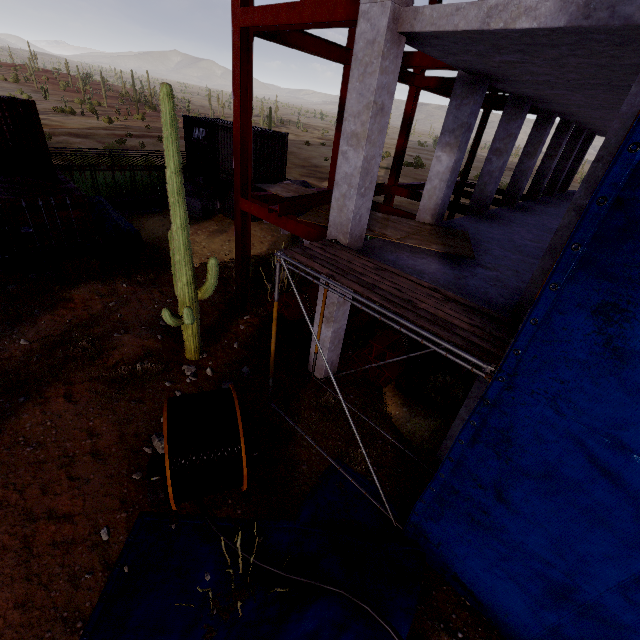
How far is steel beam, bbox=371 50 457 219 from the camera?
8.5 meters

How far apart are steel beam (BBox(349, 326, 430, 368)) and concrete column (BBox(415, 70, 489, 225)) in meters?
3.4

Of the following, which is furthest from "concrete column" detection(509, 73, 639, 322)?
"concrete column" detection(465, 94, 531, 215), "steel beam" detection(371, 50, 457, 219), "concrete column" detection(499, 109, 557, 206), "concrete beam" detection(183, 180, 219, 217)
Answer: "concrete beam" detection(183, 180, 219, 217)

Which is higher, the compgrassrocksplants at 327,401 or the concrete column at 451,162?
the concrete column at 451,162

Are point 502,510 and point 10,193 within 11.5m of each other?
no

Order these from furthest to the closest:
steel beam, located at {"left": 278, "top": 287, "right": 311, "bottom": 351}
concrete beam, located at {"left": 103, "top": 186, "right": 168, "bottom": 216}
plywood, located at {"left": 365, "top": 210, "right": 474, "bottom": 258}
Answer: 1. concrete beam, located at {"left": 103, "top": 186, "right": 168, "bottom": 216}
2. steel beam, located at {"left": 278, "top": 287, "right": 311, "bottom": 351}
3. plywood, located at {"left": 365, "top": 210, "right": 474, "bottom": 258}

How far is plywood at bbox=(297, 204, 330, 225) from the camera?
8.0m

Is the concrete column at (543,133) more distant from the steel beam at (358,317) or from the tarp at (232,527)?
the tarp at (232,527)
